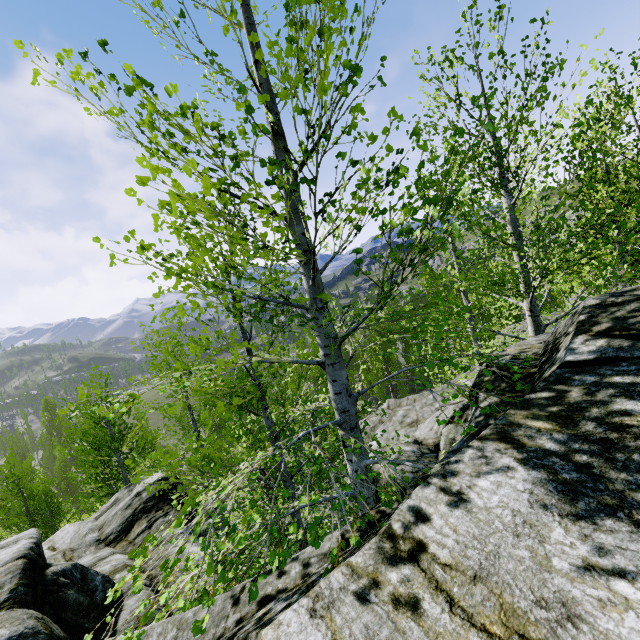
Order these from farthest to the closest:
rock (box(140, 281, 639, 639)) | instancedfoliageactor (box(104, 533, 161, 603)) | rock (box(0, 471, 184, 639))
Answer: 1. rock (box(0, 471, 184, 639))
2. instancedfoliageactor (box(104, 533, 161, 603))
3. rock (box(140, 281, 639, 639))

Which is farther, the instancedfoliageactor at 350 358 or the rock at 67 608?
the rock at 67 608

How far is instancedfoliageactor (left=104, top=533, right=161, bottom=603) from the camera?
2.0m

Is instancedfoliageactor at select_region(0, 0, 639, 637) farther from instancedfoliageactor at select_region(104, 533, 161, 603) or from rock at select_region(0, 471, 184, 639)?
instancedfoliageactor at select_region(104, 533, 161, 603)

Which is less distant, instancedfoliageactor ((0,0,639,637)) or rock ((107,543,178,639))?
instancedfoliageactor ((0,0,639,637))

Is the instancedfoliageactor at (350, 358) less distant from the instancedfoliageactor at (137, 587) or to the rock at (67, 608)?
the rock at (67, 608)

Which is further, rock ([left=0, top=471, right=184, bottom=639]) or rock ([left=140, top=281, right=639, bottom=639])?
rock ([left=0, top=471, right=184, bottom=639])

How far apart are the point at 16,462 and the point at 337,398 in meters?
57.8
